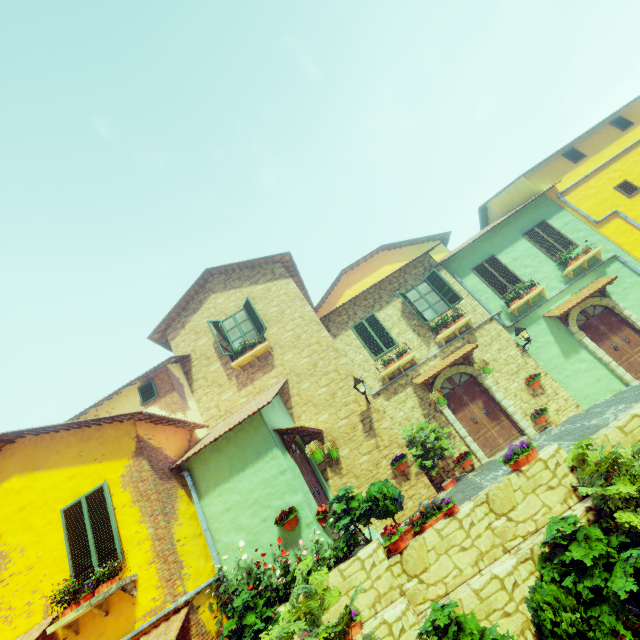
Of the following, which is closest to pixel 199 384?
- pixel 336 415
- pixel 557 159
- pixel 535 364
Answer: pixel 336 415

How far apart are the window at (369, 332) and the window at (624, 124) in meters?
13.2 m

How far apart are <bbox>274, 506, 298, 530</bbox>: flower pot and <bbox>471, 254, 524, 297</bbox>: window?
10.5m

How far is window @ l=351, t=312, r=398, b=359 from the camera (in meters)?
12.15

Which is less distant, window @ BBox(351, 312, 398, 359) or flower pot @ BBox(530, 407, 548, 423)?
flower pot @ BBox(530, 407, 548, 423)

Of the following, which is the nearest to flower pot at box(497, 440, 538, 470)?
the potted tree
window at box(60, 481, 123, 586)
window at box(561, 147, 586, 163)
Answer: the potted tree

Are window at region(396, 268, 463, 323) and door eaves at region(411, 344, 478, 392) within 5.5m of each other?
yes

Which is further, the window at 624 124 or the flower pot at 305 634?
the window at 624 124
